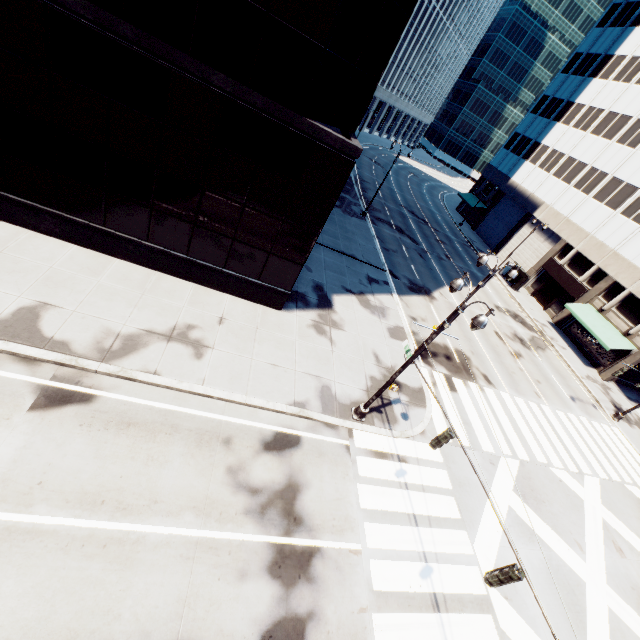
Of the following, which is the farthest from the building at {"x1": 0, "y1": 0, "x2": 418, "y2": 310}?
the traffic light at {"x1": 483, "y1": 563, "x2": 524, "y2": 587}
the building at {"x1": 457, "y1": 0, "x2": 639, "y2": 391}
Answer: the building at {"x1": 457, "y1": 0, "x2": 639, "y2": 391}

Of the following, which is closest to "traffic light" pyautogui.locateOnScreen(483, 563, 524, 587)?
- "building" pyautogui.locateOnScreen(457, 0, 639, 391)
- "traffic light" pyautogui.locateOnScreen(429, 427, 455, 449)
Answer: "traffic light" pyautogui.locateOnScreen(429, 427, 455, 449)

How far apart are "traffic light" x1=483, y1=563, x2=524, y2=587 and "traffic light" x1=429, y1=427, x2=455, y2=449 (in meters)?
3.03

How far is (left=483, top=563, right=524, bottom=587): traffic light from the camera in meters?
6.6 m

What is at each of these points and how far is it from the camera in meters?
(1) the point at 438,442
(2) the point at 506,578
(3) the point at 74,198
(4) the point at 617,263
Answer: (1) traffic light, 9.5
(2) traffic light, 6.7
(3) building, 12.5
(4) building, 32.7

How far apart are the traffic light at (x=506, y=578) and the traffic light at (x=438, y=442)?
3.03m

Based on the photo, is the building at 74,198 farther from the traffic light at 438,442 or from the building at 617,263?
the building at 617,263

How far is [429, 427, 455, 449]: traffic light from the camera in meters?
9.3
